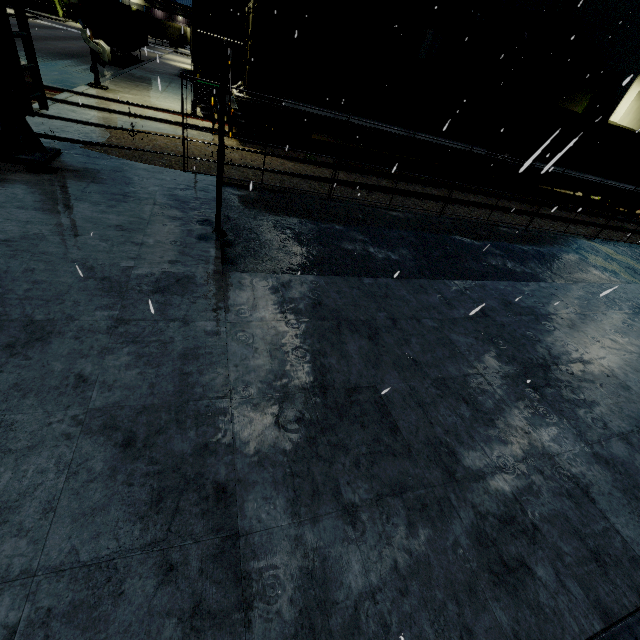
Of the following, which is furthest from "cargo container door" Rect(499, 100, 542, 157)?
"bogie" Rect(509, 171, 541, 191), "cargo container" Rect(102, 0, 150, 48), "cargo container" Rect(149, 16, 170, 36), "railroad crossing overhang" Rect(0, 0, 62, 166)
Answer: "cargo container" Rect(149, 16, 170, 36)

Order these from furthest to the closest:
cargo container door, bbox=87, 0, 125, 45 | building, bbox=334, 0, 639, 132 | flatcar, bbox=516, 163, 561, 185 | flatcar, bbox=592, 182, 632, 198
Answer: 1. building, bbox=334, 0, 639, 132
2. cargo container door, bbox=87, 0, 125, 45
3. flatcar, bbox=592, 182, 632, 198
4. flatcar, bbox=516, 163, 561, 185

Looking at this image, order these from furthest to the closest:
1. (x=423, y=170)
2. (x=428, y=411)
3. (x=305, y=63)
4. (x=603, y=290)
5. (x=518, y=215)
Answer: (x=423, y=170), (x=518, y=215), (x=305, y=63), (x=603, y=290), (x=428, y=411)

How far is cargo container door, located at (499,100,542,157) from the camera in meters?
15.4 m

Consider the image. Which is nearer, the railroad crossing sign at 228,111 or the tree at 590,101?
the railroad crossing sign at 228,111

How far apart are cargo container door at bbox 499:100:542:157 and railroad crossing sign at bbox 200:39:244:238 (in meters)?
16.41

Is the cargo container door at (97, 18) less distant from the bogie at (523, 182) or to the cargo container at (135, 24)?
the cargo container at (135, 24)

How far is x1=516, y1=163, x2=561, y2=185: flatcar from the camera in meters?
5.3
